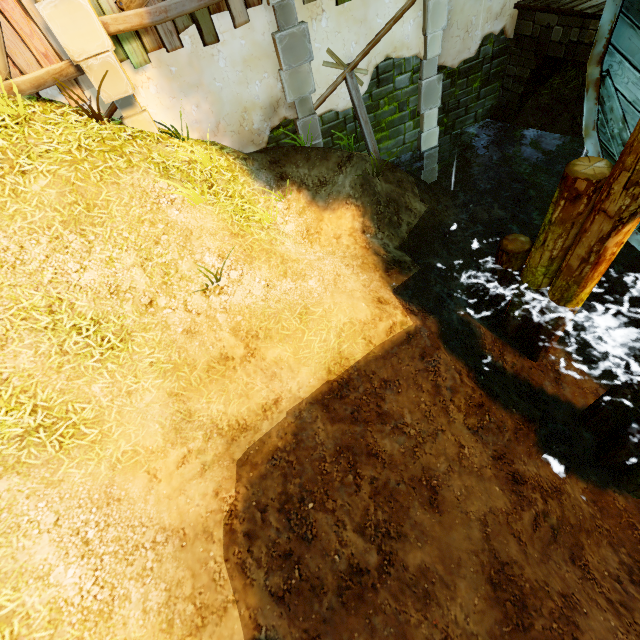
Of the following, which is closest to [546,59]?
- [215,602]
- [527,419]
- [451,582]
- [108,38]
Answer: [527,419]

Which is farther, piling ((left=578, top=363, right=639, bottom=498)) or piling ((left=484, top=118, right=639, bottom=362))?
piling ((left=578, top=363, right=639, bottom=498))

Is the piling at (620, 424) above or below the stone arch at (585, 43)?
below

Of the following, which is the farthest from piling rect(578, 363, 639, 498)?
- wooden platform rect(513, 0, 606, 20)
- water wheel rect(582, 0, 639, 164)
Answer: wooden platform rect(513, 0, 606, 20)

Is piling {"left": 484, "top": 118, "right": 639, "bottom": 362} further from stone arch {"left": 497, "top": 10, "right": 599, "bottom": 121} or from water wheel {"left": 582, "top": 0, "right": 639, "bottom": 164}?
stone arch {"left": 497, "top": 10, "right": 599, "bottom": 121}

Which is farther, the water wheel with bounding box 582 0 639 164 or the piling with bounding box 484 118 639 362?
the water wheel with bounding box 582 0 639 164

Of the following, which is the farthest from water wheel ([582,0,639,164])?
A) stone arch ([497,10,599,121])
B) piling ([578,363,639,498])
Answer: stone arch ([497,10,599,121])

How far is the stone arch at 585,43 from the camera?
6.80m
